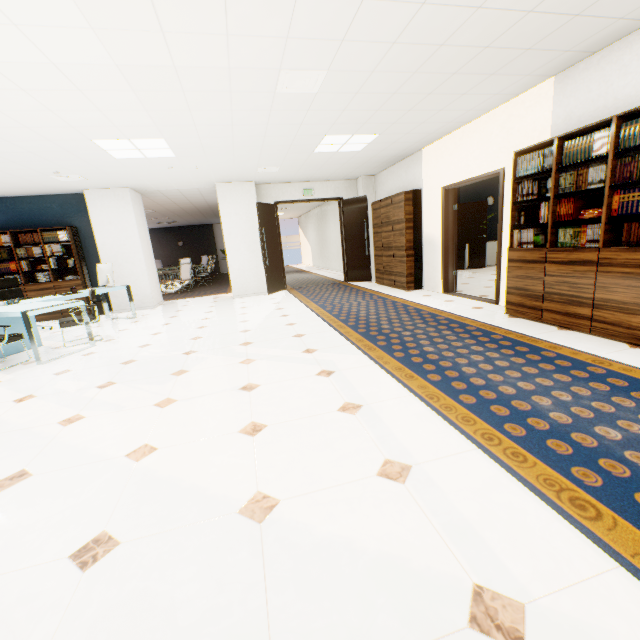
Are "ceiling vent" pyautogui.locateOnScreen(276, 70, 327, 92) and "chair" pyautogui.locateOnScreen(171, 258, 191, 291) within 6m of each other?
no

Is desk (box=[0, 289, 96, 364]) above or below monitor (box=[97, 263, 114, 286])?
below

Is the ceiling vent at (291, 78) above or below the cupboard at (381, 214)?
above

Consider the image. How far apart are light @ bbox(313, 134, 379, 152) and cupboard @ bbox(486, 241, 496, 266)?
5.7m

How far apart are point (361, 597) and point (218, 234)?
20.91m

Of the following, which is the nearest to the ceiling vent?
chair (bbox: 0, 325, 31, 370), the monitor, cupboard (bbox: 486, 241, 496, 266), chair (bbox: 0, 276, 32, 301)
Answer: chair (bbox: 0, 325, 31, 370)

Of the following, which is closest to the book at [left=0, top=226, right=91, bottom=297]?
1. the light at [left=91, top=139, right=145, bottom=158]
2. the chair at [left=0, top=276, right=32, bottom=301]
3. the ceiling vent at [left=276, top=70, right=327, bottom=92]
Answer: the chair at [left=0, top=276, right=32, bottom=301]

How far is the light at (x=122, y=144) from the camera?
4.72m
